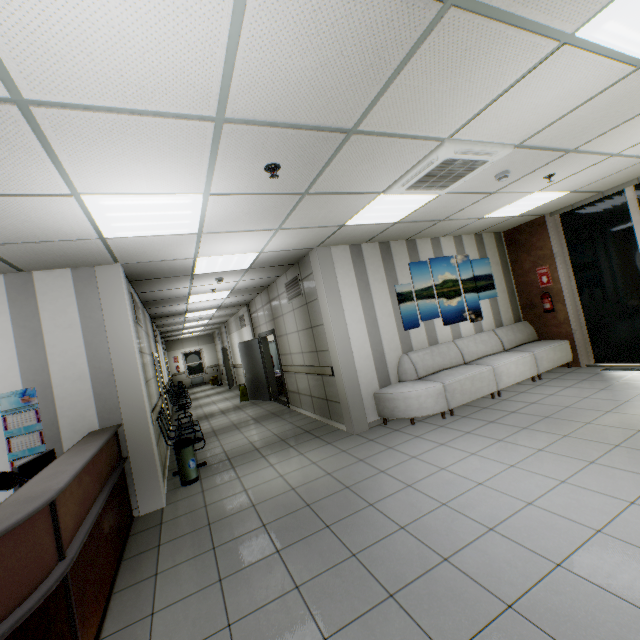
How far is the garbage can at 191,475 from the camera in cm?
477

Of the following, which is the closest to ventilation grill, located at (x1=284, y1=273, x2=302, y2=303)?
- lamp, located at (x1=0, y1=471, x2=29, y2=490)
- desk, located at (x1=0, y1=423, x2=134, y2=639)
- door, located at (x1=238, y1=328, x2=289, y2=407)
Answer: door, located at (x1=238, y1=328, x2=289, y2=407)

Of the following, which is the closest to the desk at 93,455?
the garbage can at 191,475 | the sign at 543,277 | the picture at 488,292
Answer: the garbage can at 191,475

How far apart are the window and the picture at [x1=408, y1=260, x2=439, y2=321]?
18.3 meters

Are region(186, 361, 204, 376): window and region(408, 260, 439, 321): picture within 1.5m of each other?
no

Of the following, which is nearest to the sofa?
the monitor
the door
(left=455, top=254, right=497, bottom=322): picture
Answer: (left=455, top=254, right=497, bottom=322): picture

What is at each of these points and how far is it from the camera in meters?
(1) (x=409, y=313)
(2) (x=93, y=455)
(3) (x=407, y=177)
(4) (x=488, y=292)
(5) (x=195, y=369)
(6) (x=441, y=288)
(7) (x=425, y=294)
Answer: (1) picture, 6.2
(2) desk, 2.7
(3) air conditioning vent, 3.4
(4) picture, 7.2
(5) window, 21.3
(6) picture, 6.7
(7) picture, 6.5

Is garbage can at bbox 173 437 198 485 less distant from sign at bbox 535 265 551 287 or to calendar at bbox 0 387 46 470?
→ calendar at bbox 0 387 46 470
